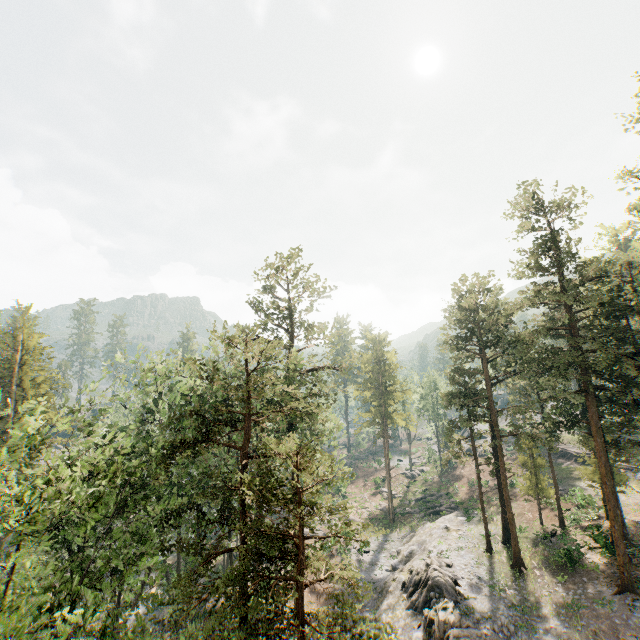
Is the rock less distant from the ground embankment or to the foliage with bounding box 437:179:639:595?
the foliage with bounding box 437:179:639:595

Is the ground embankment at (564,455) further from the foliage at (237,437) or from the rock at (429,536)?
the rock at (429,536)

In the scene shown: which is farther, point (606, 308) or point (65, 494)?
point (606, 308)

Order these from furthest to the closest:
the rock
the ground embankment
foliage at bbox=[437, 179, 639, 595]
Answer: the ground embankment → foliage at bbox=[437, 179, 639, 595] → the rock

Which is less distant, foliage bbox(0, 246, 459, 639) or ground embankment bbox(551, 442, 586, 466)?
foliage bbox(0, 246, 459, 639)

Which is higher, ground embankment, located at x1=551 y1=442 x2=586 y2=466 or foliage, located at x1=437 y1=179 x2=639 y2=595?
foliage, located at x1=437 y1=179 x2=639 y2=595

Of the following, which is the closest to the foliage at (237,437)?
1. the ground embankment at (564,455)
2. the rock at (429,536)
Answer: the rock at (429,536)

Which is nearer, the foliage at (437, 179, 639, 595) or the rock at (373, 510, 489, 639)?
the rock at (373, 510, 489, 639)
